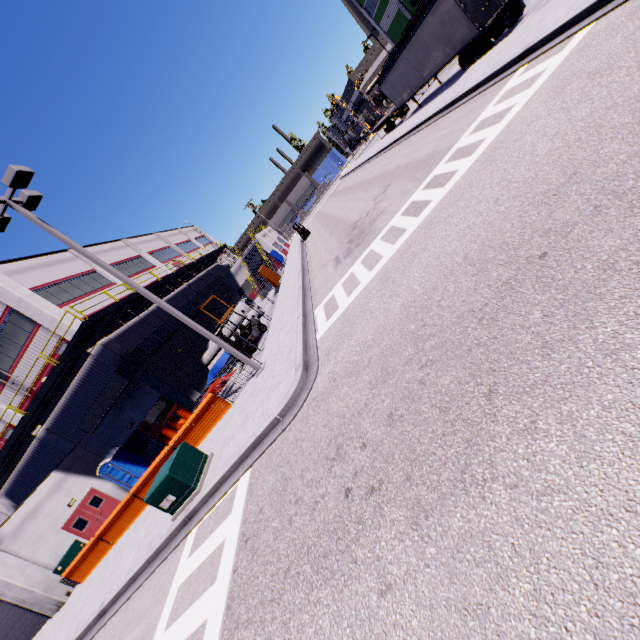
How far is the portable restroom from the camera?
21.42m

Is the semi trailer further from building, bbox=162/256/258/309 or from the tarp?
the tarp

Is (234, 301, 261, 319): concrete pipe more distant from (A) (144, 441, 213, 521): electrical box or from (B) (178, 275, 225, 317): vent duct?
(A) (144, 441, 213, 521): electrical box

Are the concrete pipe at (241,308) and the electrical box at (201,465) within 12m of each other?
no

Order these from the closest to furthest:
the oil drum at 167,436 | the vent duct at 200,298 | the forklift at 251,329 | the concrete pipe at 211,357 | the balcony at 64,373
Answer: the balcony at 64,373 → the forklift at 251,329 → the oil drum at 167,436 → the concrete pipe at 211,357 → the vent duct at 200,298

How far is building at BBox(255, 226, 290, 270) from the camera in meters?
42.0

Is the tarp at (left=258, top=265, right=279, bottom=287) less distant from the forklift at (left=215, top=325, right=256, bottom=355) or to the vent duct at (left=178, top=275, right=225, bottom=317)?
the vent duct at (left=178, top=275, right=225, bottom=317)

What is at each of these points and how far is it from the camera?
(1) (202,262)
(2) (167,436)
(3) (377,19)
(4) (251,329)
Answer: (1) balcony, 39.0 meters
(2) oil drum, 21.9 meters
(3) building, 47.8 meters
(4) forklift, 18.0 meters
